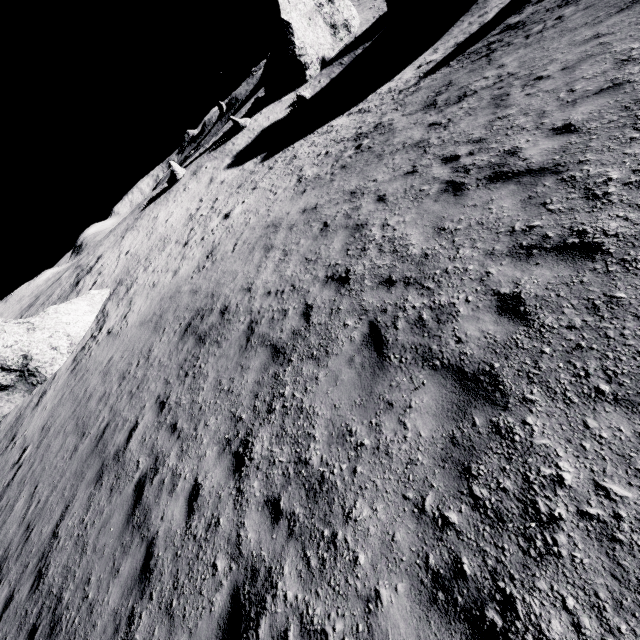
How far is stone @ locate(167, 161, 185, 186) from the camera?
33.0 meters

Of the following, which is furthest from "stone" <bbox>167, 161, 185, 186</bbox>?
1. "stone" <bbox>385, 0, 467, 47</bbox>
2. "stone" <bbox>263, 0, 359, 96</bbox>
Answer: "stone" <bbox>385, 0, 467, 47</bbox>

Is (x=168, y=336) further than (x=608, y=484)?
Yes

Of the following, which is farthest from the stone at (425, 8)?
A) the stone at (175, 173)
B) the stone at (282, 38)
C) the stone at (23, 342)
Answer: the stone at (23, 342)

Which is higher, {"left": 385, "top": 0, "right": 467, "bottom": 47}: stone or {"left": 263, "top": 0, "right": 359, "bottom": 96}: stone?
{"left": 263, "top": 0, "right": 359, "bottom": 96}: stone

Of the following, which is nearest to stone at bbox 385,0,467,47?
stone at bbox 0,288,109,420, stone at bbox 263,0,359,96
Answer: stone at bbox 263,0,359,96

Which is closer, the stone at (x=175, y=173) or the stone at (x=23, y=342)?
the stone at (x=23, y=342)

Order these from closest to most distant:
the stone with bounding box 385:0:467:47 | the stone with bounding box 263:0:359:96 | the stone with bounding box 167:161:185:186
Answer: the stone with bounding box 385:0:467:47
the stone with bounding box 167:161:185:186
the stone with bounding box 263:0:359:96
